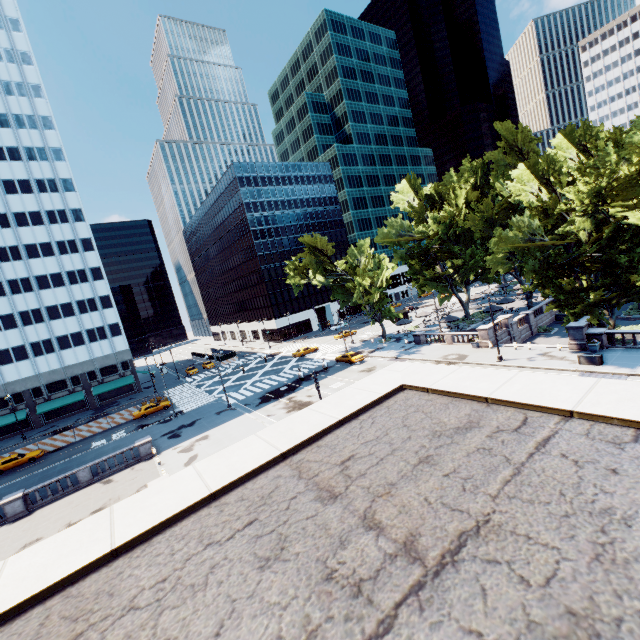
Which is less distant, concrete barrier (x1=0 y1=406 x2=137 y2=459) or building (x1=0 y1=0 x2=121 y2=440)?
concrete barrier (x1=0 y1=406 x2=137 y2=459)

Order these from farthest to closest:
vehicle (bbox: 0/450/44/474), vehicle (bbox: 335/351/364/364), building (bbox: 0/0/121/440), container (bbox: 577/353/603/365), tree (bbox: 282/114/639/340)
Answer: building (bbox: 0/0/121/440) < vehicle (bbox: 335/351/364/364) < vehicle (bbox: 0/450/44/474) < container (bbox: 577/353/603/365) < tree (bbox: 282/114/639/340)

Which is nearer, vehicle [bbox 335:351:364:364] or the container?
the container

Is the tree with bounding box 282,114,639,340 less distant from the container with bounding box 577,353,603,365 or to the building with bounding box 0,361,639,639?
the container with bounding box 577,353,603,365

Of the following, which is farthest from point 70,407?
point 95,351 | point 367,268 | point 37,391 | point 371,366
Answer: point 367,268

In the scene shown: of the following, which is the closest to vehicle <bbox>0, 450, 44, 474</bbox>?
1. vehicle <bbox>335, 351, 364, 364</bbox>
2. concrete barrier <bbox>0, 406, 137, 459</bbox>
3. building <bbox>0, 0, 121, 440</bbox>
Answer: concrete barrier <bbox>0, 406, 137, 459</bbox>

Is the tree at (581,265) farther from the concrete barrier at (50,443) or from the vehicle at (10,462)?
the vehicle at (10,462)

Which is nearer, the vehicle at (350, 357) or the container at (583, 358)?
the container at (583, 358)
